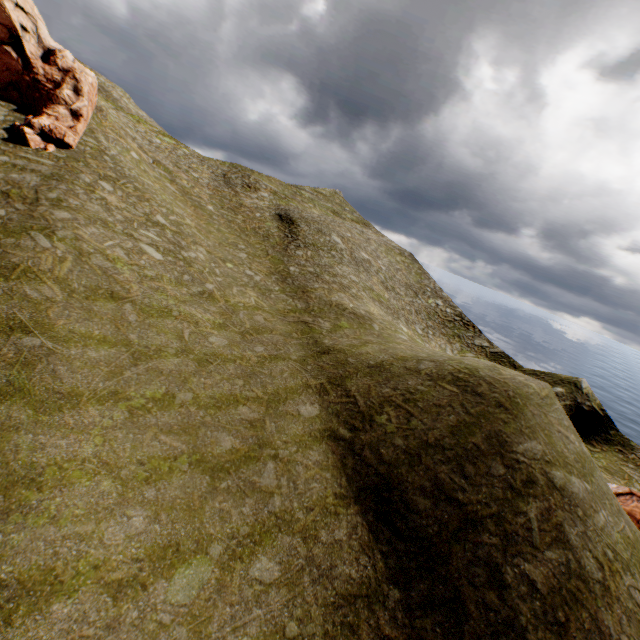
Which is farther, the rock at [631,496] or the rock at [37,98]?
the rock at [37,98]

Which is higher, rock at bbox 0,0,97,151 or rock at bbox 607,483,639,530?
rock at bbox 0,0,97,151

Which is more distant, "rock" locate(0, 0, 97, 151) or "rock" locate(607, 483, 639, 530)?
"rock" locate(0, 0, 97, 151)

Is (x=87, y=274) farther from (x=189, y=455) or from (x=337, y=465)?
(x=337, y=465)

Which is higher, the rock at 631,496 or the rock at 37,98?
the rock at 37,98
